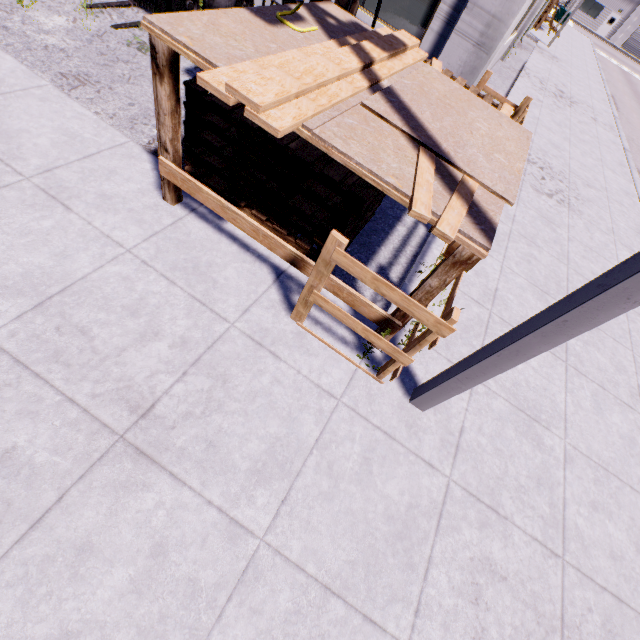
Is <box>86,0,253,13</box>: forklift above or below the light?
below

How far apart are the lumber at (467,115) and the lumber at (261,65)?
0.1m

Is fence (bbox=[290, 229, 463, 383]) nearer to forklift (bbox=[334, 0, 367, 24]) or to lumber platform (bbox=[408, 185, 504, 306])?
lumber platform (bbox=[408, 185, 504, 306])

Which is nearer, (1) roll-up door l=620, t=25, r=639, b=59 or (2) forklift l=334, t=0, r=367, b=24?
(2) forklift l=334, t=0, r=367, b=24

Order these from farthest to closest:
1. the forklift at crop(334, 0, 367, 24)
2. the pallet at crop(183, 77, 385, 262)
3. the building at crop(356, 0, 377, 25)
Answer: the building at crop(356, 0, 377, 25)
the forklift at crop(334, 0, 367, 24)
the pallet at crop(183, 77, 385, 262)

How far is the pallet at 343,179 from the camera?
2.9m

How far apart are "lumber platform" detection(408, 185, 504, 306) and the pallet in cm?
17

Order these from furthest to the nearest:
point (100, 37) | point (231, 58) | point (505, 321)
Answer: point (100, 37) → point (505, 321) → point (231, 58)
